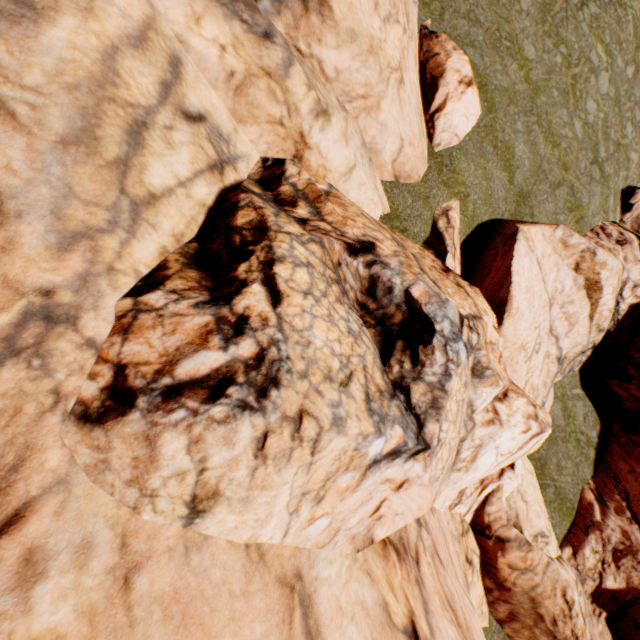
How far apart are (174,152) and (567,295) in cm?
1370
